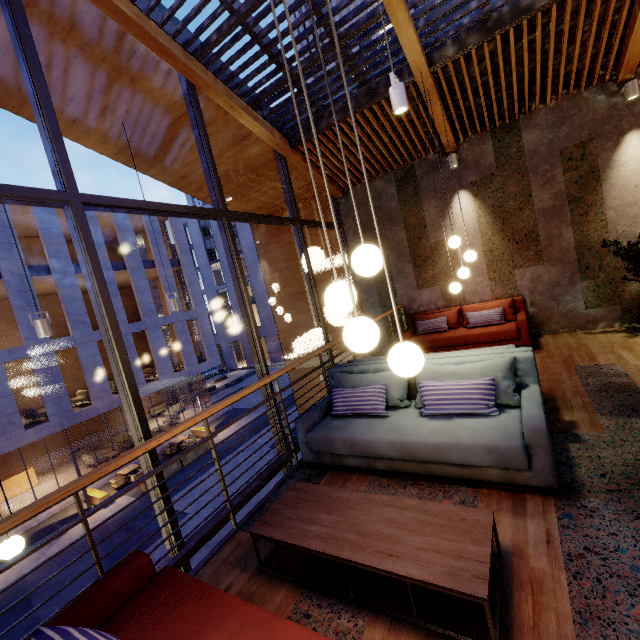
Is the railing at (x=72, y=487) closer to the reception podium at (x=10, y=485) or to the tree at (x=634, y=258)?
the tree at (x=634, y=258)

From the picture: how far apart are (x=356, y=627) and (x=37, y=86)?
5.1 meters

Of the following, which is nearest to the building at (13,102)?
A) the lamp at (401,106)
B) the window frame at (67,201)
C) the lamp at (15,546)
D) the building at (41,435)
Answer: the window frame at (67,201)

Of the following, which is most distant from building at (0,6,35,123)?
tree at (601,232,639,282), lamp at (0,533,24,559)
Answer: tree at (601,232,639,282)

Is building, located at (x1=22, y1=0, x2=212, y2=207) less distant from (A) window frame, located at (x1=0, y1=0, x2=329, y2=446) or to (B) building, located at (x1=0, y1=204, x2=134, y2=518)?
(A) window frame, located at (x1=0, y1=0, x2=329, y2=446)

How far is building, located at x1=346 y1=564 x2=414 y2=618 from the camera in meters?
1.9 m

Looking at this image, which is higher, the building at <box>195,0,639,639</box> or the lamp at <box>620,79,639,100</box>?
the lamp at <box>620,79,639,100</box>
